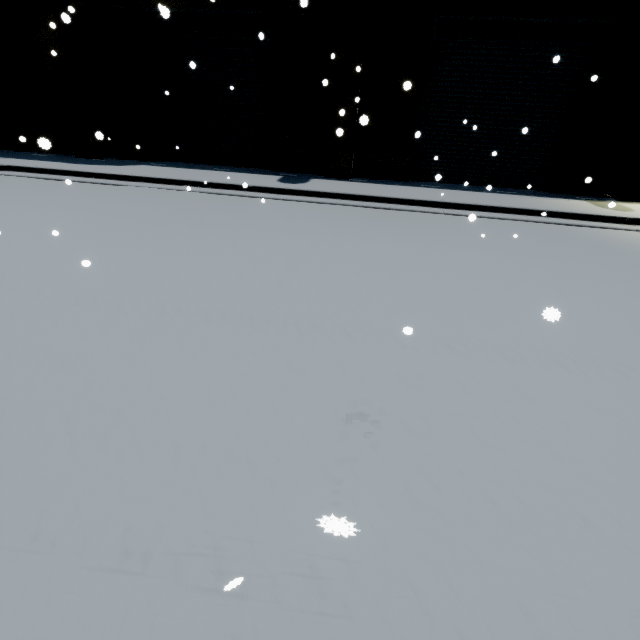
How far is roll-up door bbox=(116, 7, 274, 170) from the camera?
10.4 meters

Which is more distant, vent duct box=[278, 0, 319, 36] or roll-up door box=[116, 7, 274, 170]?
roll-up door box=[116, 7, 274, 170]

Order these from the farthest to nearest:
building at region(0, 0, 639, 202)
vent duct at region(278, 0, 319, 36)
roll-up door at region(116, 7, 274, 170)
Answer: roll-up door at region(116, 7, 274, 170), building at region(0, 0, 639, 202), vent duct at region(278, 0, 319, 36)

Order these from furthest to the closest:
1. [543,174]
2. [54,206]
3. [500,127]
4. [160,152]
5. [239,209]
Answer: [160,152], [543,174], [500,127], [239,209], [54,206]

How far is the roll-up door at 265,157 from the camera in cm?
1044

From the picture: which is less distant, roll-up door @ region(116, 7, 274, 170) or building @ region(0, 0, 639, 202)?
building @ region(0, 0, 639, 202)

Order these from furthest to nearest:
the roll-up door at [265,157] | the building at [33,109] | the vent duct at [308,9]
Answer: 1. the roll-up door at [265,157]
2. the building at [33,109]
3. the vent duct at [308,9]
